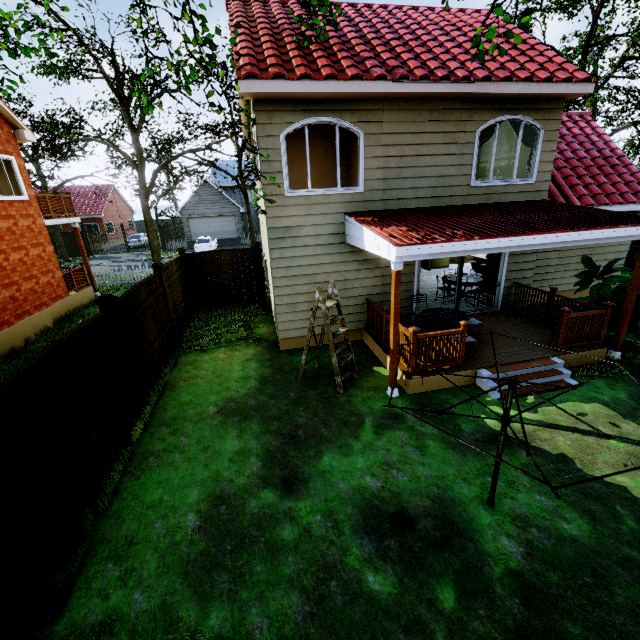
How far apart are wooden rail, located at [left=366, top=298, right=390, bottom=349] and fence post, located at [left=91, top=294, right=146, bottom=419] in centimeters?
549cm

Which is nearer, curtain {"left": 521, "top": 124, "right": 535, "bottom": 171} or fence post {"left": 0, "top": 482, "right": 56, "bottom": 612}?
fence post {"left": 0, "top": 482, "right": 56, "bottom": 612}

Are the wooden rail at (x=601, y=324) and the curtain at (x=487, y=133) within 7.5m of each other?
yes

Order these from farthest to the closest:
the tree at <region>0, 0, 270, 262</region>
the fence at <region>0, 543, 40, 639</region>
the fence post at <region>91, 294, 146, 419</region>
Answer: the tree at <region>0, 0, 270, 262</region> < the fence post at <region>91, 294, 146, 419</region> < the fence at <region>0, 543, 40, 639</region>

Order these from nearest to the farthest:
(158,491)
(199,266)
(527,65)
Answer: (158,491) < (527,65) < (199,266)

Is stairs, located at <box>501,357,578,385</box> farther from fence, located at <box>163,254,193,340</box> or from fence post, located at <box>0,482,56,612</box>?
fence post, located at <box>0,482,56,612</box>

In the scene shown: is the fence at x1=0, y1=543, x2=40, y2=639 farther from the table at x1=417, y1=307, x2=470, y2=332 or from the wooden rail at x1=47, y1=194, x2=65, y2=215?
the table at x1=417, y1=307, x2=470, y2=332

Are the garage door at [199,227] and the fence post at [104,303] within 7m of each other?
no
